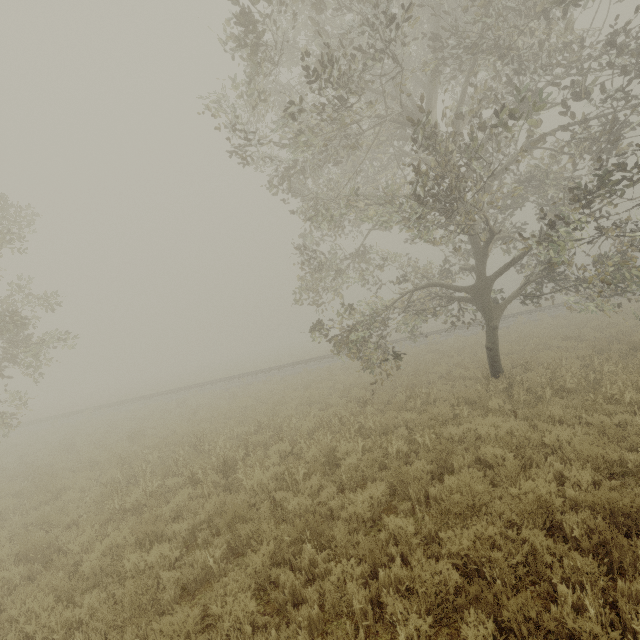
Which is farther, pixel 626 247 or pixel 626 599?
pixel 626 247

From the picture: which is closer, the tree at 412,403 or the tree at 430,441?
the tree at 430,441

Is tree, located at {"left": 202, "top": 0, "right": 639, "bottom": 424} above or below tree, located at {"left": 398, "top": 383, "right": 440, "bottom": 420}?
above

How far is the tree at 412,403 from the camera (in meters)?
9.16

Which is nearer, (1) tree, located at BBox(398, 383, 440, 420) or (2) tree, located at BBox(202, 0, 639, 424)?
→ (2) tree, located at BBox(202, 0, 639, 424)

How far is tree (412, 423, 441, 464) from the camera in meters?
6.8
